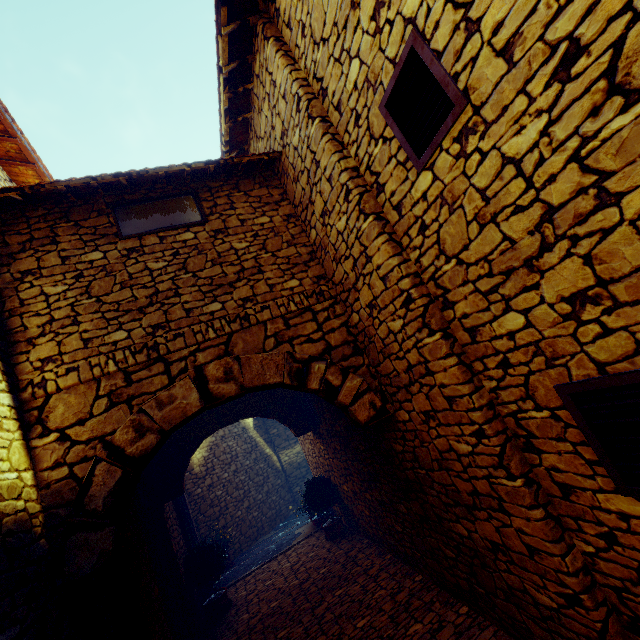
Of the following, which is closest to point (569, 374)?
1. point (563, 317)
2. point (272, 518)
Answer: point (563, 317)

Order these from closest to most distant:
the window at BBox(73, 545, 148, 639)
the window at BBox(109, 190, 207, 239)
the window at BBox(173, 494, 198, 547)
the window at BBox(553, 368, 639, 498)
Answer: the window at BBox(553, 368, 639, 498)
the window at BBox(73, 545, 148, 639)
the window at BBox(109, 190, 207, 239)
the window at BBox(173, 494, 198, 547)

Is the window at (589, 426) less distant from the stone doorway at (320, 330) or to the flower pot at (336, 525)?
the stone doorway at (320, 330)

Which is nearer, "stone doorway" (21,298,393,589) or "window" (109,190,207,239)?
"stone doorway" (21,298,393,589)

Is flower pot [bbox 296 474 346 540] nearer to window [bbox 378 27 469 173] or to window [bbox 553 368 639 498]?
window [bbox 553 368 639 498]

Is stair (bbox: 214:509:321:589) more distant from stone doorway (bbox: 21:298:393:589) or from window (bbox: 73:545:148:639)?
stone doorway (bbox: 21:298:393:589)

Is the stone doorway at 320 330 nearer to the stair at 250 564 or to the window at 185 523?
the window at 185 523

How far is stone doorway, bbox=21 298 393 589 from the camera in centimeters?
276cm
